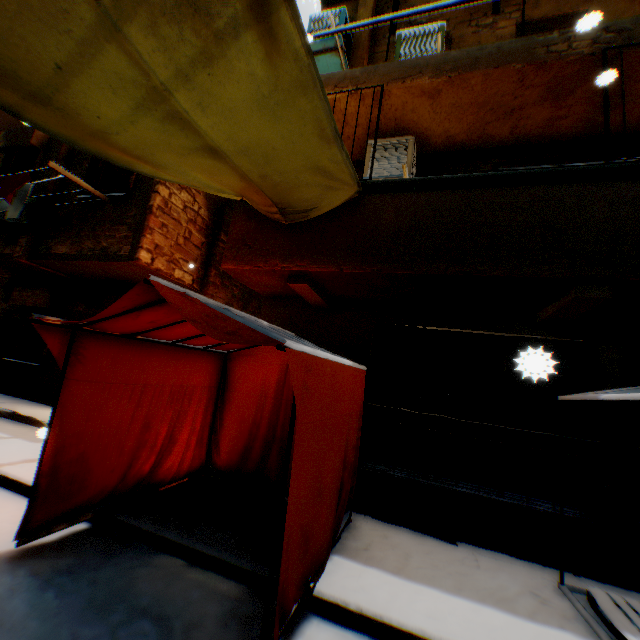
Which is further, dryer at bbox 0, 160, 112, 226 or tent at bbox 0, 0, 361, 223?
dryer at bbox 0, 160, 112, 226

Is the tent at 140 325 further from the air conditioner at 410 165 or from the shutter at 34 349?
the shutter at 34 349

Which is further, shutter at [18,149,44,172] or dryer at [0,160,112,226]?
shutter at [18,149,44,172]

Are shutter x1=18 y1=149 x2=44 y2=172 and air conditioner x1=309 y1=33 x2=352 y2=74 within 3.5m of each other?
no

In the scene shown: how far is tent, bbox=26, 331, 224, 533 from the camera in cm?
333

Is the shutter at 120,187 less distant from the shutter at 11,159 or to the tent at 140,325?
the tent at 140,325

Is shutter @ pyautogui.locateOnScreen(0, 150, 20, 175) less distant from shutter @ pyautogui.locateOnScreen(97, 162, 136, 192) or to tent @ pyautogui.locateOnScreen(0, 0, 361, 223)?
shutter @ pyautogui.locateOnScreen(97, 162, 136, 192)

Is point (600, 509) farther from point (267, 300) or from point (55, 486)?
point (55, 486)
